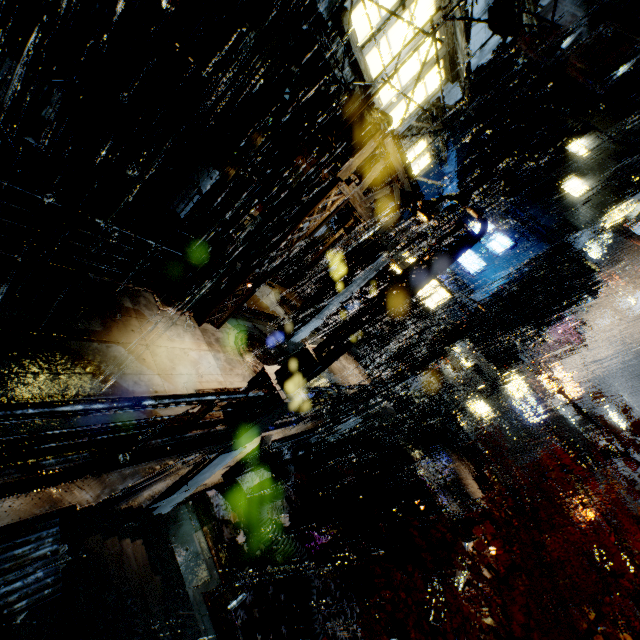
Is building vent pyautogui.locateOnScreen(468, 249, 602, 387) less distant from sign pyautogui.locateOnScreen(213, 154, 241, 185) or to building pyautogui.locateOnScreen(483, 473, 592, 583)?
building pyautogui.locateOnScreen(483, 473, 592, 583)

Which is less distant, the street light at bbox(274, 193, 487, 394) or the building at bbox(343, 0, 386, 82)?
the street light at bbox(274, 193, 487, 394)

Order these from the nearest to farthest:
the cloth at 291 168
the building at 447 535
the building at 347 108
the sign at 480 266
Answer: the building at 347 108, the building at 447 535, the cloth at 291 168, the sign at 480 266

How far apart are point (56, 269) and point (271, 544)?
11.2 meters

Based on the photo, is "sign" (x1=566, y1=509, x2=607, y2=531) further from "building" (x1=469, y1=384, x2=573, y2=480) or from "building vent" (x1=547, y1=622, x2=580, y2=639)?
"building vent" (x1=547, y1=622, x2=580, y2=639)

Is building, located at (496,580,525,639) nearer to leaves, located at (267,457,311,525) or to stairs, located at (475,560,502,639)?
stairs, located at (475,560,502,639)

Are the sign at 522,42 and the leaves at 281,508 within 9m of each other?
no

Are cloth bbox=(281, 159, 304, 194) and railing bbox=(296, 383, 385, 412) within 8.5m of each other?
no
